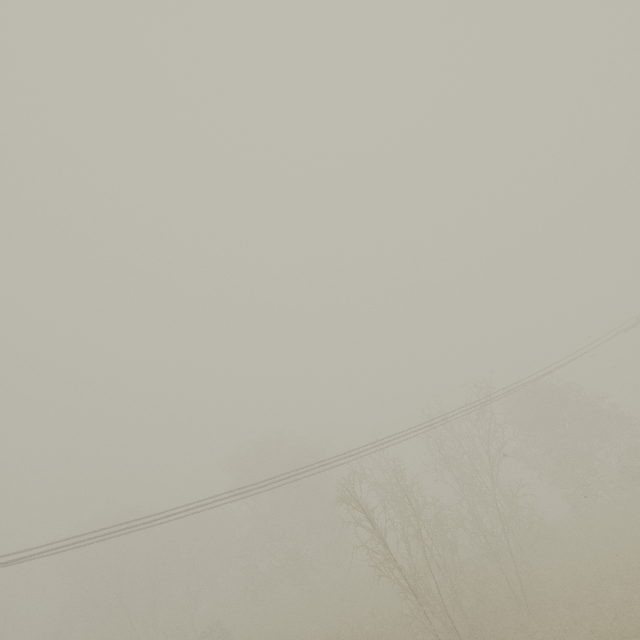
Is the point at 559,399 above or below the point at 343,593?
above
